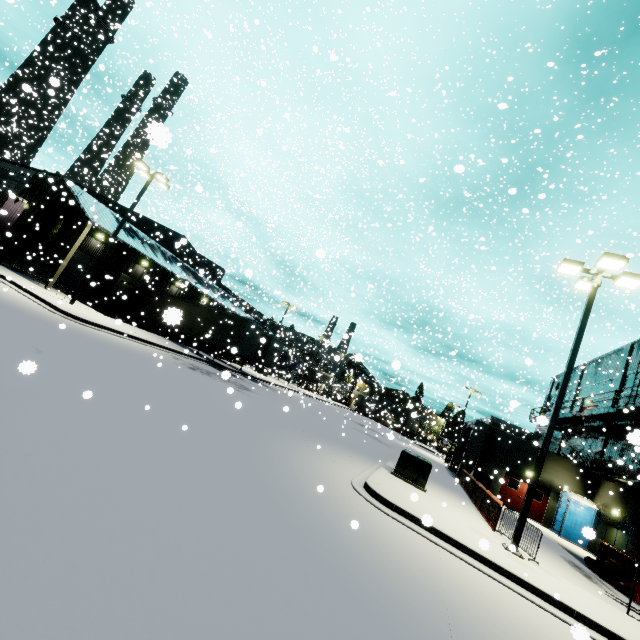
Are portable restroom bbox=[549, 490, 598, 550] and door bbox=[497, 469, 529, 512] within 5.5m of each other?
yes

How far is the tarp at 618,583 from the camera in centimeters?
1215cm

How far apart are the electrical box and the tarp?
7.5 meters

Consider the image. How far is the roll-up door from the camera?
27.1 meters

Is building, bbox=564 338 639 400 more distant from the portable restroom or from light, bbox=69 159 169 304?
light, bbox=69 159 169 304

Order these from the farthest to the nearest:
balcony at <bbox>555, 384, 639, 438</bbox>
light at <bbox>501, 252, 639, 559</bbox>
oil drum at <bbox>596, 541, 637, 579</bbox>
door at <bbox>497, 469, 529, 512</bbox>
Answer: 1. door at <bbox>497, 469, 529, 512</bbox>
2. balcony at <bbox>555, 384, 639, 438</bbox>
3. oil drum at <bbox>596, 541, 637, 579</bbox>
4. light at <bbox>501, 252, 639, 559</bbox>

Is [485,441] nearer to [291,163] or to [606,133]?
[606,133]

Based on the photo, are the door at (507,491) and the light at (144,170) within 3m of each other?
no
